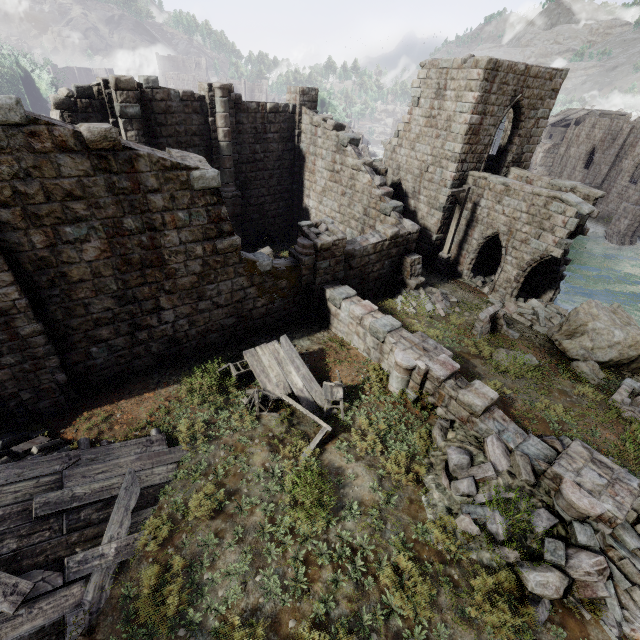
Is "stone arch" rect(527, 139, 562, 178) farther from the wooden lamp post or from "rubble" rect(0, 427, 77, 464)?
"rubble" rect(0, 427, 77, 464)

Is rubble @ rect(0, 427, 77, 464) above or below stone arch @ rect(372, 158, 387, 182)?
below

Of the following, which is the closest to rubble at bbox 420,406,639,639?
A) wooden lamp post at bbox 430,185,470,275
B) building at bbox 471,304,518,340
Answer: building at bbox 471,304,518,340

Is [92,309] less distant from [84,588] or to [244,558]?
[84,588]

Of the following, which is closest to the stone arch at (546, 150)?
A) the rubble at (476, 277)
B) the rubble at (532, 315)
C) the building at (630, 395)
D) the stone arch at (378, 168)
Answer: the stone arch at (378, 168)

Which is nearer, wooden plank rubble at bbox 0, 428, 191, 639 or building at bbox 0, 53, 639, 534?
wooden plank rubble at bbox 0, 428, 191, 639

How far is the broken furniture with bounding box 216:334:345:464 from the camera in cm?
870

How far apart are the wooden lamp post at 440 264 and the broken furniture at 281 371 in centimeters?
1090cm
